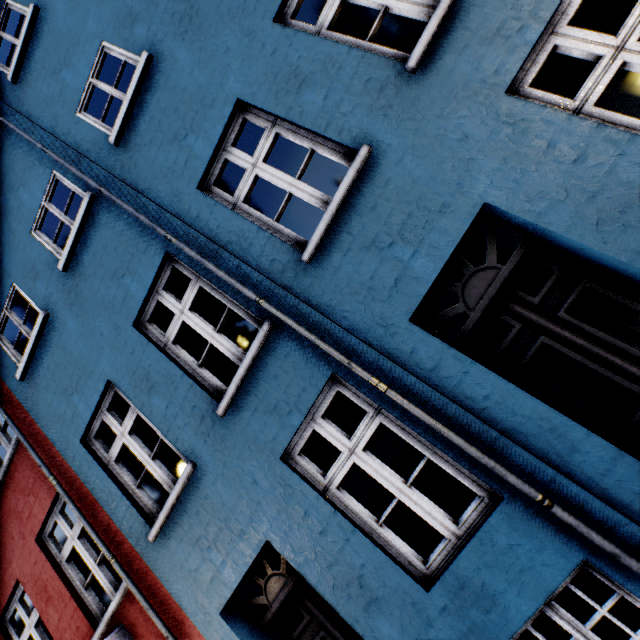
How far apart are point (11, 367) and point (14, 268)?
1.7m
